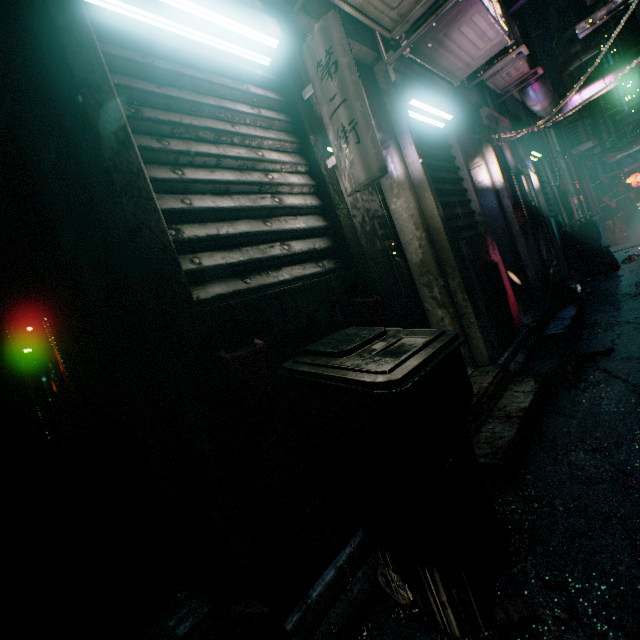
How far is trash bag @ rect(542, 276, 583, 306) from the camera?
4.2m

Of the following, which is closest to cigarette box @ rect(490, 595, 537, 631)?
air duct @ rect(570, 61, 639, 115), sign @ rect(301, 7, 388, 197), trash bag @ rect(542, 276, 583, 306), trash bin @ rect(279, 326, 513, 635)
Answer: trash bin @ rect(279, 326, 513, 635)

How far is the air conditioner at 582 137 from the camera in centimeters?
906cm

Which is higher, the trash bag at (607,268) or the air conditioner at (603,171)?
the air conditioner at (603,171)

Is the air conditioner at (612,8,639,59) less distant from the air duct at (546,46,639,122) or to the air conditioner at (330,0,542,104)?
the air duct at (546,46,639,122)

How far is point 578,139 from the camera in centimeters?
928cm

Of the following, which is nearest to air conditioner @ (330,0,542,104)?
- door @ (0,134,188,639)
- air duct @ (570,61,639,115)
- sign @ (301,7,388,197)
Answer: sign @ (301,7,388,197)

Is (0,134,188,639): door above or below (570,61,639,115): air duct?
below
